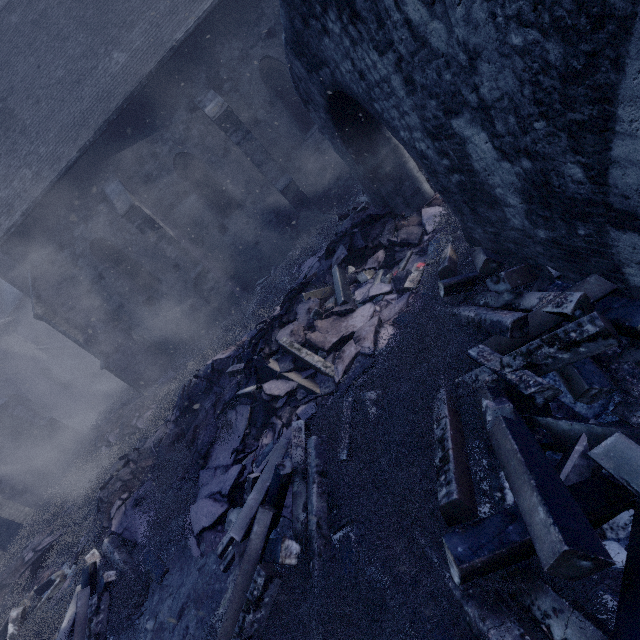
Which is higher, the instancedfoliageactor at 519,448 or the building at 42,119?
the building at 42,119

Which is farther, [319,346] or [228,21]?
[228,21]

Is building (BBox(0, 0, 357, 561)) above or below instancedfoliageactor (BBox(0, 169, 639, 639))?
above

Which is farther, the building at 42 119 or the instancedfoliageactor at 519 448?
the building at 42 119

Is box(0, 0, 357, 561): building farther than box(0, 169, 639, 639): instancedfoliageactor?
Yes
